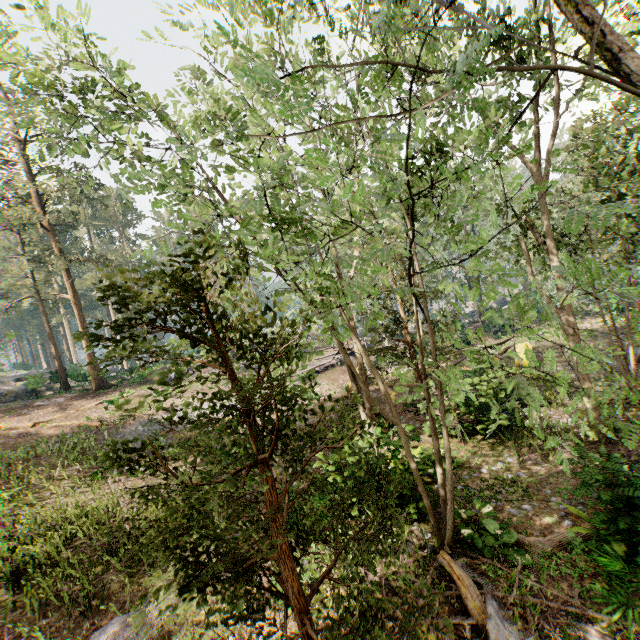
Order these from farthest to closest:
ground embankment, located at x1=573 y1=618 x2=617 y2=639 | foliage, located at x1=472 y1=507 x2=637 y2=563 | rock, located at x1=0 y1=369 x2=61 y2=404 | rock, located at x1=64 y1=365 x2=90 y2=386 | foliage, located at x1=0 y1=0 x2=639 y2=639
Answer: rock, located at x1=64 y1=365 x2=90 y2=386
rock, located at x1=0 y1=369 x2=61 y2=404
foliage, located at x1=472 y1=507 x2=637 y2=563
ground embankment, located at x1=573 y1=618 x2=617 y2=639
foliage, located at x1=0 y1=0 x2=639 y2=639

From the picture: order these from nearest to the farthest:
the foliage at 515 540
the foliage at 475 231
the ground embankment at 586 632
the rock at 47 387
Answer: the foliage at 475 231
the ground embankment at 586 632
the foliage at 515 540
the rock at 47 387

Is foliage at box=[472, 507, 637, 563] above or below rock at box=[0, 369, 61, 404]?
below

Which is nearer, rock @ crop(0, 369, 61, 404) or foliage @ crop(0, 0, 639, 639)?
foliage @ crop(0, 0, 639, 639)

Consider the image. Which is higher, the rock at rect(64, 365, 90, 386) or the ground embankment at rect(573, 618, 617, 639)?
the rock at rect(64, 365, 90, 386)

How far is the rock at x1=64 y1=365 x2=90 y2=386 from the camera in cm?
3278

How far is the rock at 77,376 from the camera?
32.8m

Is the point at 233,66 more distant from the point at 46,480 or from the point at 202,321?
the point at 46,480
